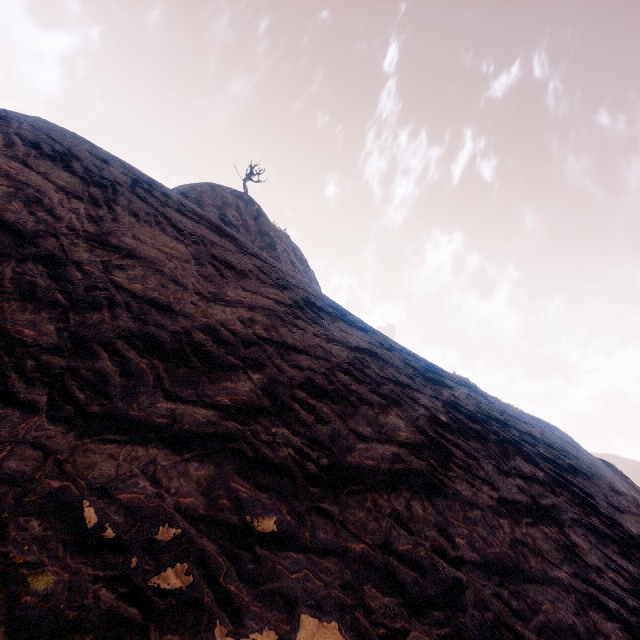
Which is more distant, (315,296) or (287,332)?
(315,296)
